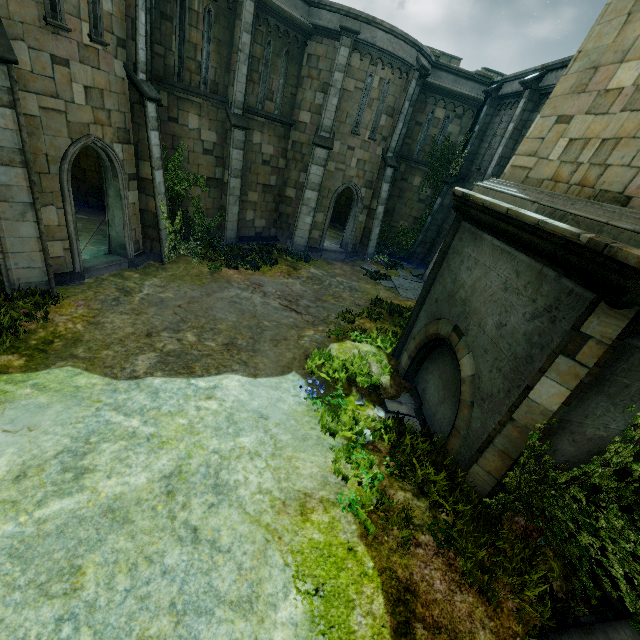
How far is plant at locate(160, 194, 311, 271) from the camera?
12.33m

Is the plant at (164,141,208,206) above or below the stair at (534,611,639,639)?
above

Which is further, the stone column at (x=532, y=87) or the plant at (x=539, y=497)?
the stone column at (x=532, y=87)

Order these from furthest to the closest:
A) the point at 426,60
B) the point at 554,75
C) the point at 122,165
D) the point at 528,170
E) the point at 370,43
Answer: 1. the point at 426,60
2. the point at 370,43
3. the point at 554,75
4. the point at 122,165
5. the point at 528,170

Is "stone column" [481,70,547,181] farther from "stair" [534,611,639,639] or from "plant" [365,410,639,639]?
"stair" [534,611,639,639]

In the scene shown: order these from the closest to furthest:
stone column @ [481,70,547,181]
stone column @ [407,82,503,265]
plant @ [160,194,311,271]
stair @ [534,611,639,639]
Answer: stair @ [534,611,639,639] < plant @ [160,194,311,271] < stone column @ [481,70,547,181] < stone column @ [407,82,503,265]

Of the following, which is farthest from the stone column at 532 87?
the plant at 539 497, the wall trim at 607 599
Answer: the wall trim at 607 599

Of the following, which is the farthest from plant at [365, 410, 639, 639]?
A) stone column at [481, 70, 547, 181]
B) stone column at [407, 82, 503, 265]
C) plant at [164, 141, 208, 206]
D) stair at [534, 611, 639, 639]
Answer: stone column at [407, 82, 503, 265]
